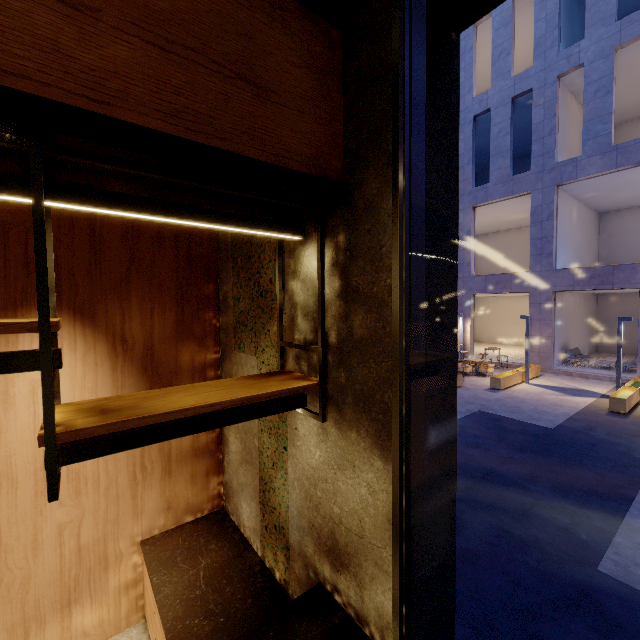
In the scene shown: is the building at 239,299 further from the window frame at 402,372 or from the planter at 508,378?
the planter at 508,378

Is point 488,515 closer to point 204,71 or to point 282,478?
point 282,478

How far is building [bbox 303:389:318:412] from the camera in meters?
2.1 m

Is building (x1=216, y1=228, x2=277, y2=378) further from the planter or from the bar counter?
the planter

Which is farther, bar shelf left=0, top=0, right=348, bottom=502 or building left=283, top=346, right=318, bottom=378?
building left=283, top=346, right=318, bottom=378

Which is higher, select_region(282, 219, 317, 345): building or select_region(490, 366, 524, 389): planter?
select_region(282, 219, 317, 345): building

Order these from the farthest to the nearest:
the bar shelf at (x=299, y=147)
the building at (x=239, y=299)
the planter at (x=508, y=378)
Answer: the planter at (x=508, y=378), the building at (x=239, y=299), the bar shelf at (x=299, y=147)
